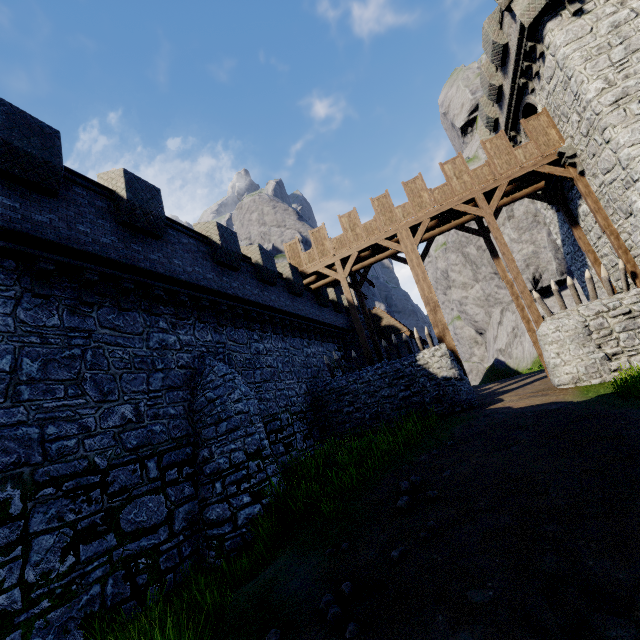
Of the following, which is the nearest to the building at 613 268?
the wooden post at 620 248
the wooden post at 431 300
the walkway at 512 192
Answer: the wooden post at 620 248

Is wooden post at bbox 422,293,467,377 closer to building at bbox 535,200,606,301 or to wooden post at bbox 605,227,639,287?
wooden post at bbox 605,227,639,287

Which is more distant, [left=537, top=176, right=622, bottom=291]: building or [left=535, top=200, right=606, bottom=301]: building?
[left=535, top=200, right=606, bottom=301]: building

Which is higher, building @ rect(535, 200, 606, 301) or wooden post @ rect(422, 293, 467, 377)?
building @ rect(535, 200, 606, 301)

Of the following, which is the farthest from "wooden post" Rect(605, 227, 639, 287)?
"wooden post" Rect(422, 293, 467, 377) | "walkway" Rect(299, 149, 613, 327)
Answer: "wooden post" Rect(422, 293, 467, 377)

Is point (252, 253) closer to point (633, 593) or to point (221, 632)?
point (221, 632)

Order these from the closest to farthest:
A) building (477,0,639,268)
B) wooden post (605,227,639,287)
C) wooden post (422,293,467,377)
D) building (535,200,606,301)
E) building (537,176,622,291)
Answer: building (477,0,639,268)
wooden post (605,227,639,287)
building (537,176,622,291)
wooden post (422,293,467,377)
building (535,200,606,301)

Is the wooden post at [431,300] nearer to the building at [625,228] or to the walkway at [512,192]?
the walkway at [512,192]
